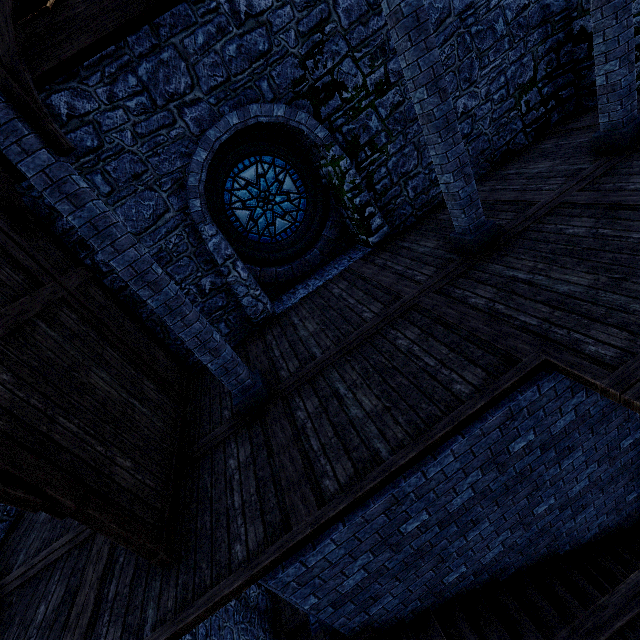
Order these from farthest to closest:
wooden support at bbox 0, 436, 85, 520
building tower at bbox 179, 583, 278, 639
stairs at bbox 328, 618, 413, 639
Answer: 1. building tower at bbox 179, 583, 278, 639
2. stairs at bbox 328, 618, 413, 639
3. wooden support at bbox 0, 436, 85, 520

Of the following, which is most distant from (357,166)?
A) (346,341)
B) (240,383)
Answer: (240,383)

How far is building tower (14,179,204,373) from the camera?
5.7m

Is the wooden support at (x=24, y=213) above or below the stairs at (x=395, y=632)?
above

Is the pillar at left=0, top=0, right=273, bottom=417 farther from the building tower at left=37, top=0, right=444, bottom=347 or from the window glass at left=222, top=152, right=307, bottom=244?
the window glass at left=222, top=152, right=307, bottom=244

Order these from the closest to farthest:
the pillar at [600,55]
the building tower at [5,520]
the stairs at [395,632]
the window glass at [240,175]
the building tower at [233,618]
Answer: the stairs at [395,632]
the pillar at [600,55]
the building tower at [5,520]
the window glass at [240,175]
the building tower at [233,618]

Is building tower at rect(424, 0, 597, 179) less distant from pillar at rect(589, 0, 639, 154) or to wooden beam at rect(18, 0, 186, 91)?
wooden beam at rect(18, 0, 186, 91)

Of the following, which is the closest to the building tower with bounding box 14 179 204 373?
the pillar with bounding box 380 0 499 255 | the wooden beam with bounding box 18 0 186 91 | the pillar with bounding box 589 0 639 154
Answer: the wooden beam with bounding box 18 0 186 91
